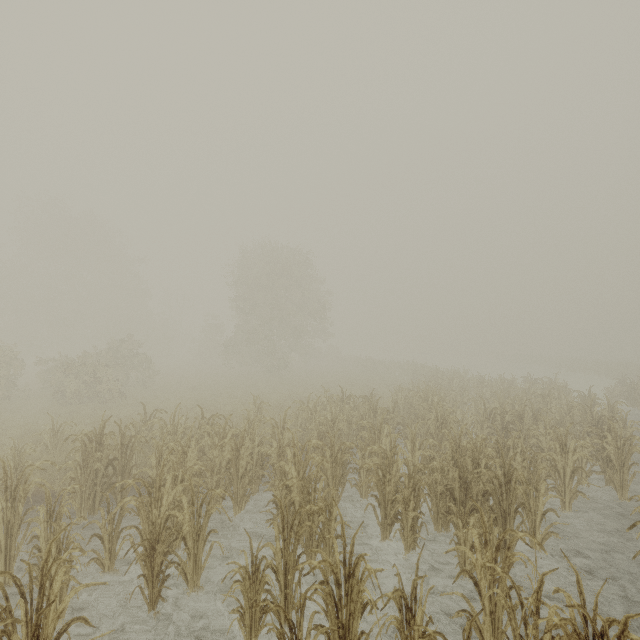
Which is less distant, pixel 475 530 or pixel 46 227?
pixel 475 530
